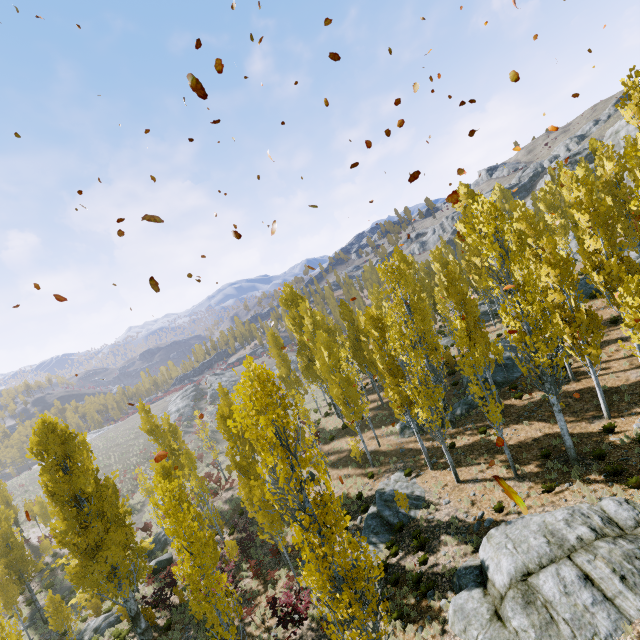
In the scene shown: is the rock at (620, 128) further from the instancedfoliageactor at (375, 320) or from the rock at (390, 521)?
the rock at (390, 521)

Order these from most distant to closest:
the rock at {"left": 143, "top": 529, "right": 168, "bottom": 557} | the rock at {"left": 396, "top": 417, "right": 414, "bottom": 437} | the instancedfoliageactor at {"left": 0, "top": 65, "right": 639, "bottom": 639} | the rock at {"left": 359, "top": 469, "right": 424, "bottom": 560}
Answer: the rock at {"left": 143, "top": 529, "right": 168, "bottom": 557} < the rock at {"left": 396, "top": 417, "right": 414, "bottom": 437} < the rock at {"left": 359, "top": 469, "right": 424, "bottom": 560} < the instancedfoliageactor at {"left": 0, "top": 65, "right": 639, "bottom": 639}

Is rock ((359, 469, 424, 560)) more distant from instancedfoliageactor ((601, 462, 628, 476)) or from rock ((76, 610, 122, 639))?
rock ((76, 610, 122, 639))

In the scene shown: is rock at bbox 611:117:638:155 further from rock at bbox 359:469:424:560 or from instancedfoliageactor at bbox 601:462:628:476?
rock at bbox 359:469:424:560

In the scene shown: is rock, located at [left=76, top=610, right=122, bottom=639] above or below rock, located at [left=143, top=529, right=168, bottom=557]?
above

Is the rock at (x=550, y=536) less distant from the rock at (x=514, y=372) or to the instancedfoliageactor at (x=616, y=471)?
the instancedfoliageactor at (x=616, y=471)

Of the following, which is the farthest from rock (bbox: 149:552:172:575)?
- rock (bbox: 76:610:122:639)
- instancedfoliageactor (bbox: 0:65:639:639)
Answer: rock (bbox: 76:610:122:639)

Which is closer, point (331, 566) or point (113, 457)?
point (331, 566)
